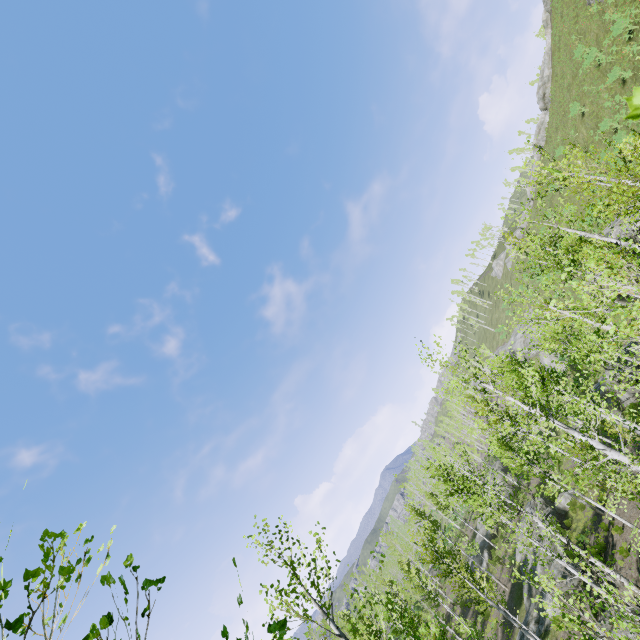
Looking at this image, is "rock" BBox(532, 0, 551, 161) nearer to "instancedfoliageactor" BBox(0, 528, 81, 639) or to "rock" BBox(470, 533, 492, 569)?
"instancedfoliageactor" BBox(0, 528, 81, 639)

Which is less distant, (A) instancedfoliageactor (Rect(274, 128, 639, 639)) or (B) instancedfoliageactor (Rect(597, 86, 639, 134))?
(B) instancedfoliageactor (Rect(597, 86, 639, 134))

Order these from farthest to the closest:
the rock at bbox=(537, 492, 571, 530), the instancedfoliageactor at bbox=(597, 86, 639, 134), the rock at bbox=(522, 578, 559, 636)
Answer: the rock at bbox=(537, 492, 571, 530), the rock at bbox=(522, 578, 559, 636), the instancedfoliageactor at bbox=(597, 86, 639, 134)

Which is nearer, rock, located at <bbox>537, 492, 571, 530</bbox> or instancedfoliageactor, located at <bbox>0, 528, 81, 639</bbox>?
instancedfoliageactor, located at <bbox>0, 528, 81, 639</bbox>

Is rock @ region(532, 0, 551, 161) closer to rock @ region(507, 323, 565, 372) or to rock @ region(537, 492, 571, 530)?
rock @ region(507, 323, 565, 372)

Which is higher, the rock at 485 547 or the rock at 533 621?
the rock at 485 547

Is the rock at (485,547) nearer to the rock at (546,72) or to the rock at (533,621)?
the rock at (533,621)

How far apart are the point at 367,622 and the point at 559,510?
20.5 meters
